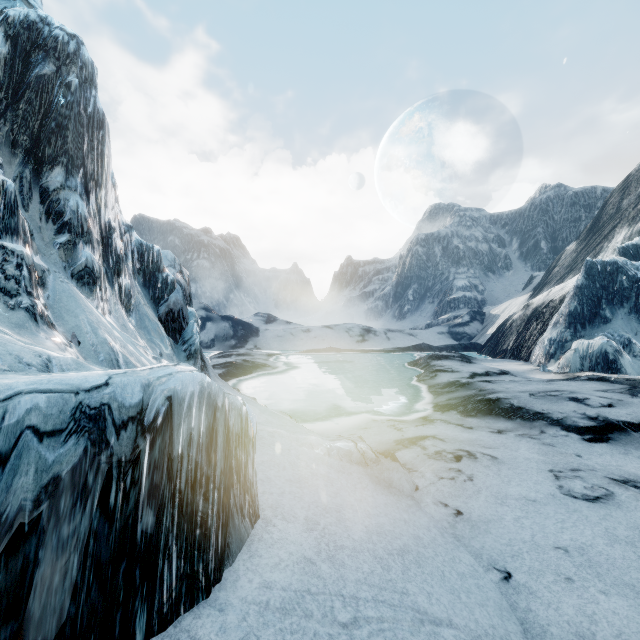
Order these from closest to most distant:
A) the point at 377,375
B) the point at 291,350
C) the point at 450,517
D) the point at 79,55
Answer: the point at 450,517 < the point at 79,55 < the point at 377,375 < the point at 291,350
